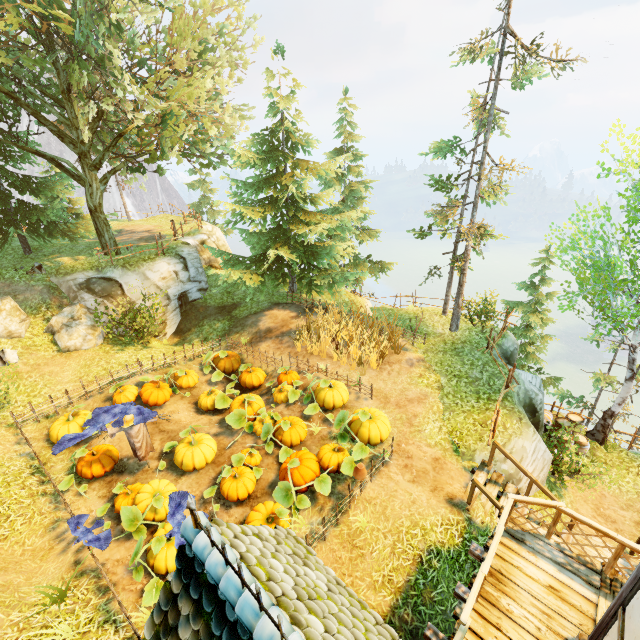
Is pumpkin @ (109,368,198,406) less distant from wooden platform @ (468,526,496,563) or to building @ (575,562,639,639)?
wooden platform @ (468,526,496,563)

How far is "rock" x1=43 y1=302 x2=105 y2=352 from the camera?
13.6m

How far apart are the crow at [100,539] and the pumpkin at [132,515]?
0.42m

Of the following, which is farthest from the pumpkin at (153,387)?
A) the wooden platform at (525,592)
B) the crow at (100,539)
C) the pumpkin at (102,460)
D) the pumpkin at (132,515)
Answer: the crow at (100,539)

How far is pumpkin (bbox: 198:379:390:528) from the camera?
7.98m

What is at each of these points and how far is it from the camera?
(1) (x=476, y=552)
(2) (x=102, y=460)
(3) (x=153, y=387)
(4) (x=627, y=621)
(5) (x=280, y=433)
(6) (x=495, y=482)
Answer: (1) wooden platform, 6.6m
(2) pumpkin, 9.4m
(3) pumpkin, 12.1m
(4) building, 4.1m
(5) pumpkin, 9.6m
(6) stairs, 8.9m

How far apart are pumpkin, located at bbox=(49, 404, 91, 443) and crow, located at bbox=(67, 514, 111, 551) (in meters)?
3.33
